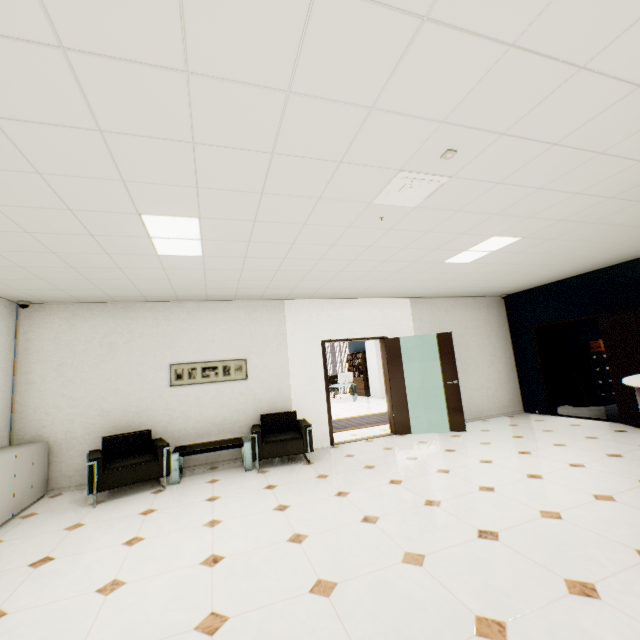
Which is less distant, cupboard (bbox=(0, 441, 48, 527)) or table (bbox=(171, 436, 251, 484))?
→ cupboard (bbox=(0, 441, 48, 527))

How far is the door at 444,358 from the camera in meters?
6.6 m

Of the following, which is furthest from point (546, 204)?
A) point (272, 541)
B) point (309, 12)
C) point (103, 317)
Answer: point (103, 317)

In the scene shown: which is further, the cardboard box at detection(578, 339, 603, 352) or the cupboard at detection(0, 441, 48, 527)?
the cardboard box at detection(578, 339, 603, 352)

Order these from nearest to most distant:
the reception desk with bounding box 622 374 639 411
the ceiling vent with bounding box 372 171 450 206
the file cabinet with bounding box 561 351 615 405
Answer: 1. the ceiling vent with bounding box 372 171 450 206
2. the reception desk with bounding box 622 374 639 411
3. the file cabinet with bounding box 561 351 615 405

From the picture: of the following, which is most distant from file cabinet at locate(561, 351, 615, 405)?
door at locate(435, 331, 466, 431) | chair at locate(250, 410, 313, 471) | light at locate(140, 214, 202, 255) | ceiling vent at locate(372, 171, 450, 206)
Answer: light at locate(140, 214, 202, 255)

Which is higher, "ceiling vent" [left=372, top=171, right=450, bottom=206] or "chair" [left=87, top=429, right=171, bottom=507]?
"ceiling vent" [left=372, top=171, right=450, bottom=206]

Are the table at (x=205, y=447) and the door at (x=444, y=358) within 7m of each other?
Answer: yes
